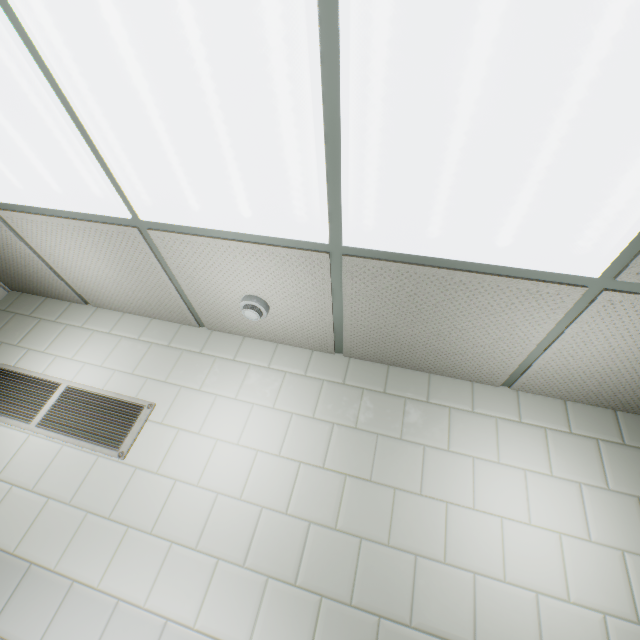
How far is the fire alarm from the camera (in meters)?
1.79

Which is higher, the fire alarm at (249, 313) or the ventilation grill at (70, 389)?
the fire alarm at (249, 313)

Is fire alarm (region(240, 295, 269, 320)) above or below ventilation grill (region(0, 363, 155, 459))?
above

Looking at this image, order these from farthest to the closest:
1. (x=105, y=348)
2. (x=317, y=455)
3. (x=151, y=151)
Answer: (x=105, y=348)
(x=317, y=455)
(x=151, y=151)

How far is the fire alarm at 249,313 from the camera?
1.8m
